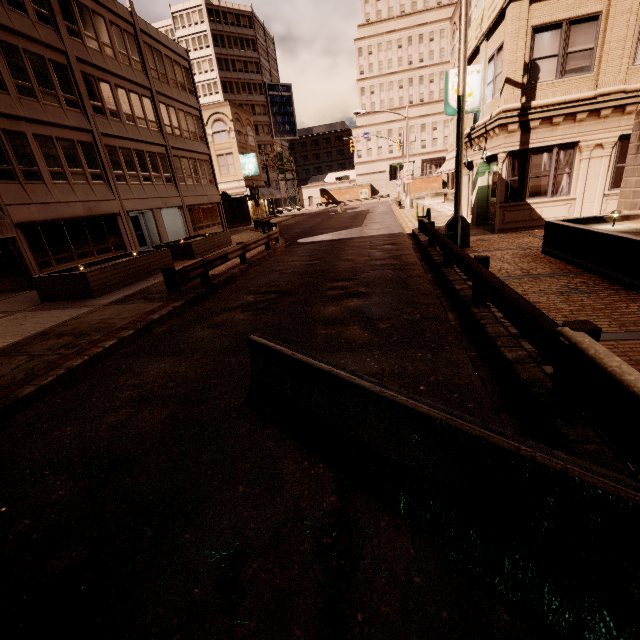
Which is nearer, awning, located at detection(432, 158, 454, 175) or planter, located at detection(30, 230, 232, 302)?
planter, located at detection(30, 230, 232, 302)

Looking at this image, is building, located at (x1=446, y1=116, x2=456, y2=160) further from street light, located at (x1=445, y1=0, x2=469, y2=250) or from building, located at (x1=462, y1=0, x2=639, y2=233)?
street light, located at (x1=445, y1=0, x2=469, y2=250)

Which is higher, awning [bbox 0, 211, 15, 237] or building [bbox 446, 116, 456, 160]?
building [bbox 446, 116, 456, 160]

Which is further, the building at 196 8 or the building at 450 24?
the building at 196 8

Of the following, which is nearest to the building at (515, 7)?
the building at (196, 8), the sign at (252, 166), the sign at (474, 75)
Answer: the sign at (474, 75)

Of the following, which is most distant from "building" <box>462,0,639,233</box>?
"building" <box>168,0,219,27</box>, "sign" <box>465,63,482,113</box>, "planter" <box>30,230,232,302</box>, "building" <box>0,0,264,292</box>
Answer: "building" <box>168,0,219,27</box>

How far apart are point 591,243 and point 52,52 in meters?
25.5

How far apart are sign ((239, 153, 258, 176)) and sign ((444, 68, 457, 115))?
27.28m
